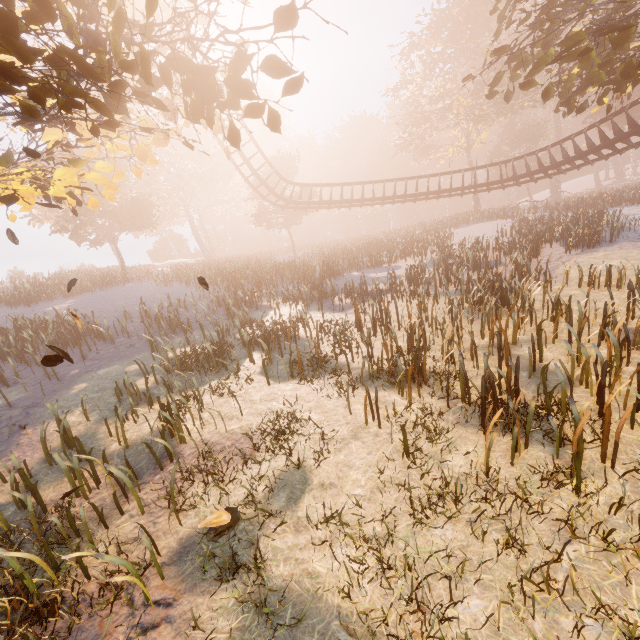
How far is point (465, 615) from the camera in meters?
3.4

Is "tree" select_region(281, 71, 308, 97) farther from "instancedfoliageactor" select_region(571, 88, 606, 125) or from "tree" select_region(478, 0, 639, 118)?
"instancedfoliageactor" select_region(571, 88, 606, 125)

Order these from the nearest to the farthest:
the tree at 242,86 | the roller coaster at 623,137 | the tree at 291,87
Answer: the tree at 242,86
the tree at 291,87
the roller coaster at 623,137

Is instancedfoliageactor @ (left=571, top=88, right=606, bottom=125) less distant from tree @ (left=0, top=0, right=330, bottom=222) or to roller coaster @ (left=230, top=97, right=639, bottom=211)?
roller coaster @ (left=230, top=97, right=639, bottom=211)

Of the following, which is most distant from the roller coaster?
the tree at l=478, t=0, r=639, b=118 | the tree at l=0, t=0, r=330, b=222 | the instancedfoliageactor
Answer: the instancedfoliageactor

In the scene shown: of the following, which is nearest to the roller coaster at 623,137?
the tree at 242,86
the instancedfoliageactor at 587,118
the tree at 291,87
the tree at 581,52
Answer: the tree at 581,52

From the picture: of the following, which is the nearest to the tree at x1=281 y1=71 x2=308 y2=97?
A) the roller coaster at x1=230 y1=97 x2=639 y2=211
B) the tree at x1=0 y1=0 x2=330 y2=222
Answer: the tree at x1=0 y1=0 x2=330 y2=222

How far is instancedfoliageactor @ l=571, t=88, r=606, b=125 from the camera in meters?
40.9 m
